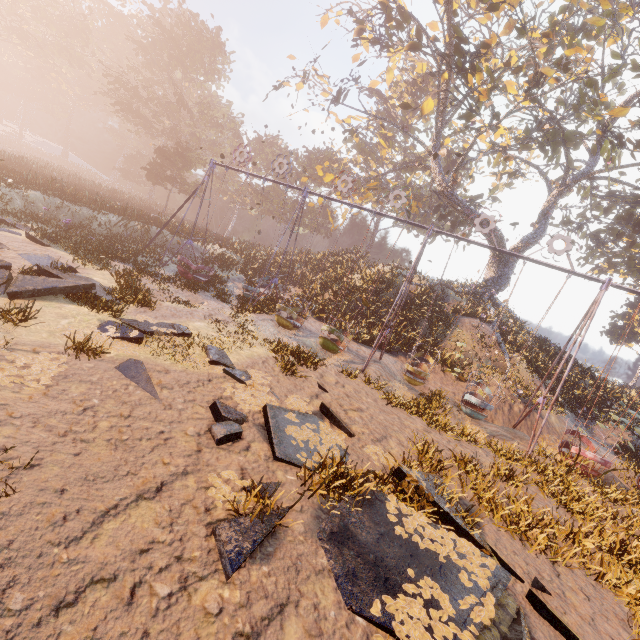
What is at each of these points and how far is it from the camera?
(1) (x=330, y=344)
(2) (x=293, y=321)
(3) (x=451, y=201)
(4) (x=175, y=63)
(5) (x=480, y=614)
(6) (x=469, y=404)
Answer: (1) swing, 12.7 meters
(2) swing, 14.4 meters
(3) tree, 22.5 meters
(4) instancedfoliageactor, 43.5 meters
(5) instancedfoliageactor, 3.9 meters
(6) swing, 13.4 meters

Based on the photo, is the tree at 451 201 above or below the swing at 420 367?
above

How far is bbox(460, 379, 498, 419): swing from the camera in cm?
1152

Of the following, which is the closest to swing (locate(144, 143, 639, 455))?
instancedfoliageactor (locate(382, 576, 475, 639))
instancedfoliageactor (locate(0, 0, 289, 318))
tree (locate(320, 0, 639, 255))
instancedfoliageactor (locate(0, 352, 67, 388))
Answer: instancedfoliageactor (locate(382, 576, 475, 639))

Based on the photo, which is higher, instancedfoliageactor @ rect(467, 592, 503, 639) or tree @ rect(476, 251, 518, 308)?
tree @ rect(476, 251, 518, 308)

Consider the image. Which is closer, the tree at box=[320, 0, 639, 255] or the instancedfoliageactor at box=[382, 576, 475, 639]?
the instancedfoliageactor at box=[382, 576, 475, 639]

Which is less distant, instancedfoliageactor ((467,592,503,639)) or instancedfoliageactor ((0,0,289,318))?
instancedfoliageactor ((467,592,503,639))

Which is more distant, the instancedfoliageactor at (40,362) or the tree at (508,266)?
the tree at (508,266)
